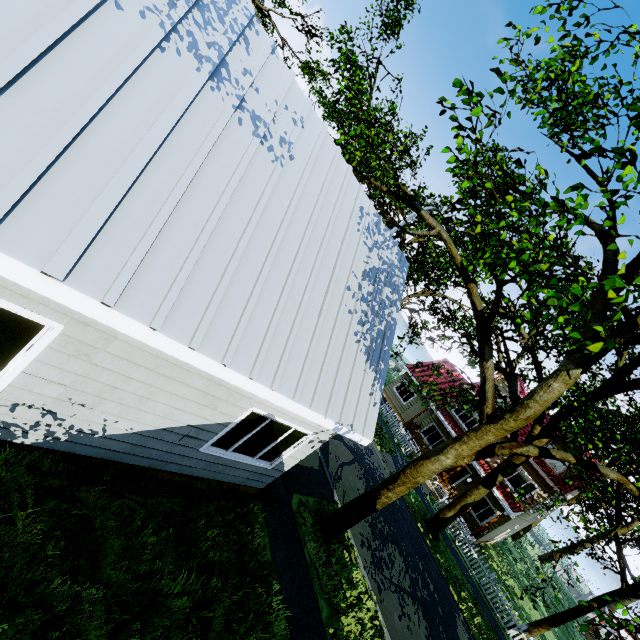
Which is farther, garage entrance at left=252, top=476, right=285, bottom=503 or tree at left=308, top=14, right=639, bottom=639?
garage entrance at left=252, top=476, right=285, bottom=503

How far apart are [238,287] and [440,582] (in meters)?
15.90

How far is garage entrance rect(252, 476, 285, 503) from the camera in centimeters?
788cm

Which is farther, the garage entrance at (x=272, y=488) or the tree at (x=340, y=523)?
the garage entrance at (x=272, y=488)

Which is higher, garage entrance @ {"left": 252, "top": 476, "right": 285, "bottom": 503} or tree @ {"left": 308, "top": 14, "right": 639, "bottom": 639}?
tree @ {"left": 308, "top": 14, "right": 639, "bottom": 639}

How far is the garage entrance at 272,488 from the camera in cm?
788
